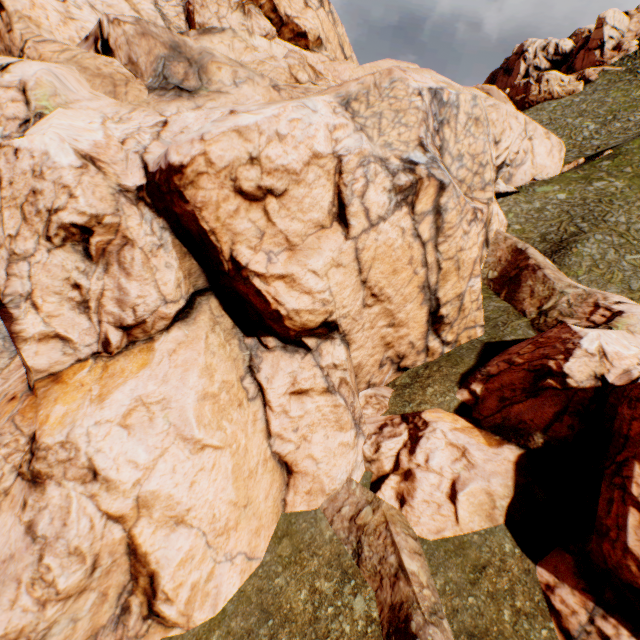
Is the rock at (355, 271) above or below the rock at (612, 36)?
below

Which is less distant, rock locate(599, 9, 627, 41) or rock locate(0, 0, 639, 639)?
rock locate(0, 0, 639, 639)

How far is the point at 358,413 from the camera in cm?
1540

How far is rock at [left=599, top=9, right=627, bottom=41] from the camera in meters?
59.4 m

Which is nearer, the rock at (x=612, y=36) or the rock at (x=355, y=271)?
the rock at (x=355, y=271)

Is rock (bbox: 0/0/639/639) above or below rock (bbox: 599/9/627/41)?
below
